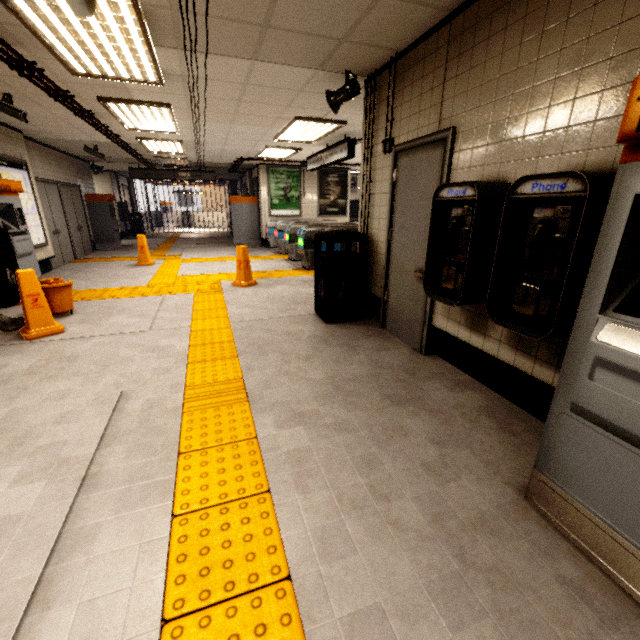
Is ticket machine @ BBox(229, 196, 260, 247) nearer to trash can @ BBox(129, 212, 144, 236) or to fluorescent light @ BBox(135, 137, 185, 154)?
fluorescent light @ BBox(135, 137, 185, 154)

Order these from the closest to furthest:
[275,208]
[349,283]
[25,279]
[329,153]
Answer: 1. [25,279]
2. [349,283]
3. [329,153]
4. [275,208]

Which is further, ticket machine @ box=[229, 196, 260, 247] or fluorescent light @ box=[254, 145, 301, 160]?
ticket machine @ box=[229, 196, 260, 247]

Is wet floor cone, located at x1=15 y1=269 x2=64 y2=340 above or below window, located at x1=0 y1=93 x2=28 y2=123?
below

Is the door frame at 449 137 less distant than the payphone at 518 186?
No

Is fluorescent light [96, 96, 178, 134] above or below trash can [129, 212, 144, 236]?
above

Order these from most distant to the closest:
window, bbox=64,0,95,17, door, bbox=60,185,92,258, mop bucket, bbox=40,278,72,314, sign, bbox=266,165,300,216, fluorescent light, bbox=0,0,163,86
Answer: sign, bbox=266,165,300,216 < door, bbox=60,185,92,258 < mop bucket, bbox=40,278,72,314 < fluorescent light, bbox=0,0,163,86 < window, bbox=64,0,95,17

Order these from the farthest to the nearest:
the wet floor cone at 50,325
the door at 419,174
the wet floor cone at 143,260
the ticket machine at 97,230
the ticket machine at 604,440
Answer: the ticket machine at 97,230
the wet floor cone at 143,260
the wet floor cone at 50,325
the door at 419,174
the ticket machine at 604,440
